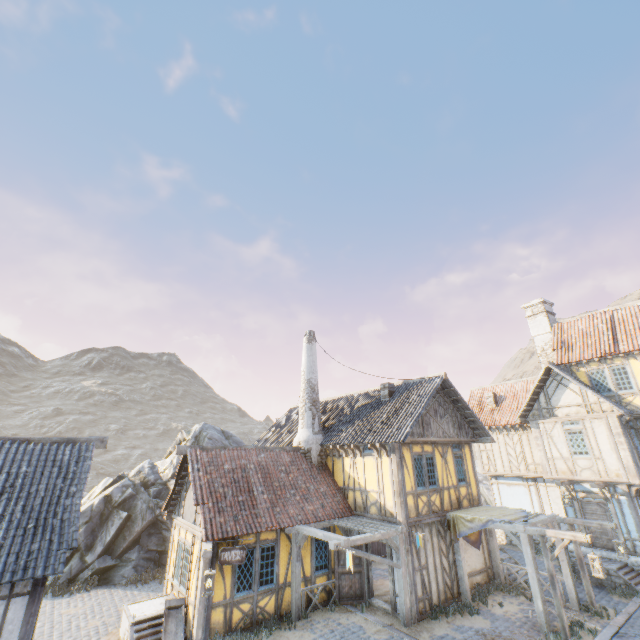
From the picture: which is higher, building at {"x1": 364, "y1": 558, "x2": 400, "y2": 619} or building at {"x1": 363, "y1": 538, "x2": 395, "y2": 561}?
building at {"x1": 363, "y1": 538, "x2": 395, "y2": 561}

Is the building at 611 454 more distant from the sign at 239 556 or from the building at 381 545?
the sign at 239 556

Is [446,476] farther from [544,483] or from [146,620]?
[146,620]

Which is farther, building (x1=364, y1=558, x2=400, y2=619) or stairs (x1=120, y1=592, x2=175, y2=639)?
building (x1=364, y1=558, x2=400, y2=619)

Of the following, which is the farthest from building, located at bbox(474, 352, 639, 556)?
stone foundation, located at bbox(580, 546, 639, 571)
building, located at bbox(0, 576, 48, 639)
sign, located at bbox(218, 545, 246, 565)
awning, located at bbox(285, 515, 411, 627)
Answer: building, located at bbox(0, 576, 48, 639)

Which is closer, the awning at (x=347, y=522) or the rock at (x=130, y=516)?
the awning at (x=347, y=522)

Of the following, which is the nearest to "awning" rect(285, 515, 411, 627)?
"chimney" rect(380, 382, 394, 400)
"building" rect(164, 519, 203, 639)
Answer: "building" rect(164, 519, 203, 639)

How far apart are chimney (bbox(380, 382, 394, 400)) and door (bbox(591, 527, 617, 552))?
10.62m
